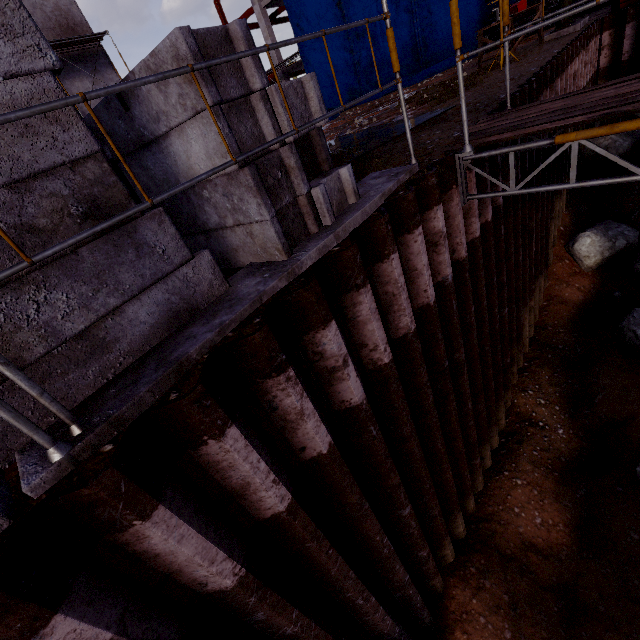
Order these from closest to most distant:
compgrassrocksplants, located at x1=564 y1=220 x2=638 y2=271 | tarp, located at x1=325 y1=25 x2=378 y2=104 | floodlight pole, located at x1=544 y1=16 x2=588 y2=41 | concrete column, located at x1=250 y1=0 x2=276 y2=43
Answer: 1. compgrassrocksplants, located at x1=564 y1=220 x2=638 y2=271
2. floodlight pole, located at x1=544 y1=16 x2=588 y2=41
3. tarp, located at x1=325 y1=25 x2=378 y2=104
4. concrete column, located at x1=250 y1=0 x2=276 y2=43

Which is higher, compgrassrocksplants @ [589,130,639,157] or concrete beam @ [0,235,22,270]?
concrete beam @ [0,235,22,270]

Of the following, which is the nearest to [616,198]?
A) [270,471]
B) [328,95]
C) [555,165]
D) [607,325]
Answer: [555,165]

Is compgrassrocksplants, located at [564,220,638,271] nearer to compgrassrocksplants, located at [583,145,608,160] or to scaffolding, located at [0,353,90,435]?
compgrassrocksplants, located at [583,145,608,160]

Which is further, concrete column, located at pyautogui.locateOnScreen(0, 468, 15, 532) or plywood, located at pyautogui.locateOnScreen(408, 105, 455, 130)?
plywood, located at pyautogui.locateOnScreen(408, 105, 455, 130)

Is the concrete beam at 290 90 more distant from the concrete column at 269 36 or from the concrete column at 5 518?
the concrete column at 269 36

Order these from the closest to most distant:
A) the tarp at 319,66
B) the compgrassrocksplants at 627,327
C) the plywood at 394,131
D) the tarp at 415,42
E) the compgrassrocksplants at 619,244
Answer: the plywood at 394,131 → the compgrassrocksplants at 627,327 → the compgrassrocksplants at 619,244 → the tarp at 415,42 → the tarp at 319,66

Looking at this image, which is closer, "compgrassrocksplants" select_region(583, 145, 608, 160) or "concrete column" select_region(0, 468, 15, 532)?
"concrete column" select_region(0, 468, 15, 532)
